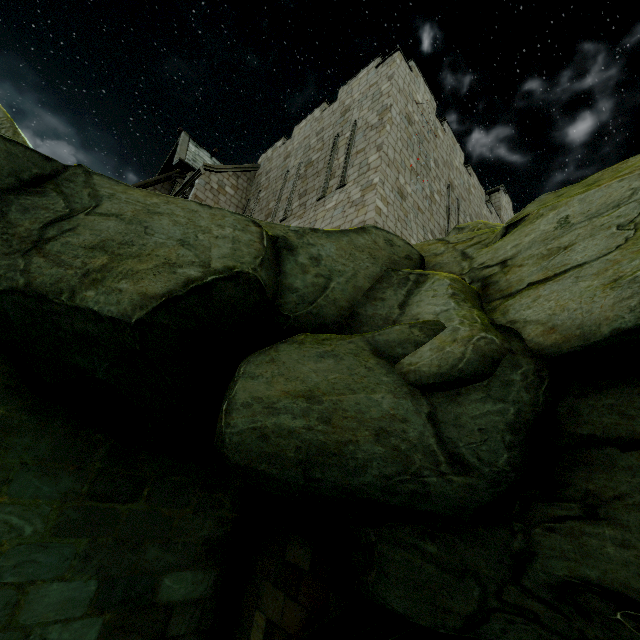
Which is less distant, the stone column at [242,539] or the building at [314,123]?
the stone column at [242,539]

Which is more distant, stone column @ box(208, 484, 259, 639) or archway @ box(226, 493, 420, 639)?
stone column @ box(208, 484, 259, 639)

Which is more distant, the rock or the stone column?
the stone column

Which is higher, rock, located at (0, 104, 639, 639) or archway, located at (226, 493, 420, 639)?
rock, located at (0, 104, 639, 639)

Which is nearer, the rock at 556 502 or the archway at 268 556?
the rock at 556 502

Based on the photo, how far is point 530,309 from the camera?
3.5m

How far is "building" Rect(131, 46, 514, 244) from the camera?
10.4 meters

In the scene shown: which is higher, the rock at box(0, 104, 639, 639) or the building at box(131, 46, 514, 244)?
the building at box(131, 46, 514, 244)
